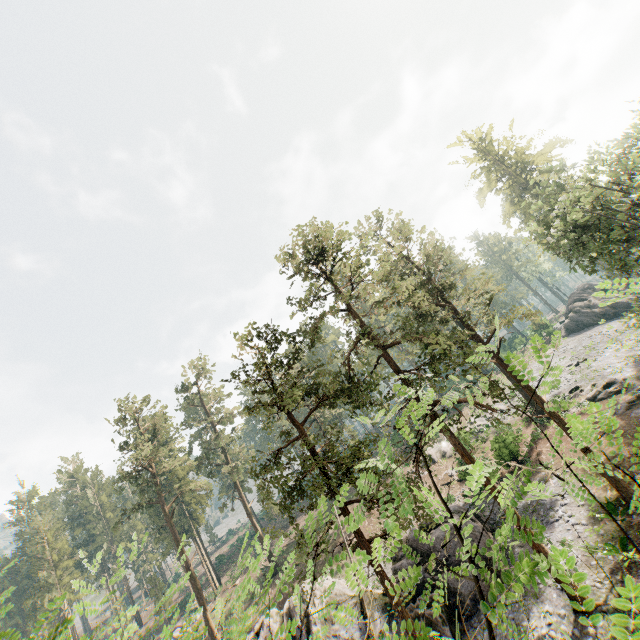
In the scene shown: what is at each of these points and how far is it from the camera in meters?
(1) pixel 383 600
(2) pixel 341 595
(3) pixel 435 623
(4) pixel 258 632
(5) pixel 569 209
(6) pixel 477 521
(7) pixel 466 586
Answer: (1) rock, 22.9 m
(2) rock, 23.2 m
(3) rock, 18.0 m
(4) rock, 22.6 m
(5) foliage, 21.7 m
(6) rock, 22.4 m
(7) rock, 19.3 m

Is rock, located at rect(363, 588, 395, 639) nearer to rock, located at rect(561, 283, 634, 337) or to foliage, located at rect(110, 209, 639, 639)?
foliage, located at rect(110, 209, 639, 639)

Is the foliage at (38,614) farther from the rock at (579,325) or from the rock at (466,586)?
the rock at (466,586)

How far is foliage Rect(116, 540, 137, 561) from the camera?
4.20m

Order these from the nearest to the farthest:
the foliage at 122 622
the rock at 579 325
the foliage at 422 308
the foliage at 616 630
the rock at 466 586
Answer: the foliage at 616 630 → the foliage at 422 308 → the foliage at 122 622 → the rock at 466 586 → the rock at 579 325

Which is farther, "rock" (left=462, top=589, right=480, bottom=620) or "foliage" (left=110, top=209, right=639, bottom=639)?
"rock" (left=462, top=589, right=480, bottom=620)

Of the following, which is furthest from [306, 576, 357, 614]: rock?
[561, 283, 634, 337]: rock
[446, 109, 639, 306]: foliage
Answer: [561, 283, 634, 337]: rock
